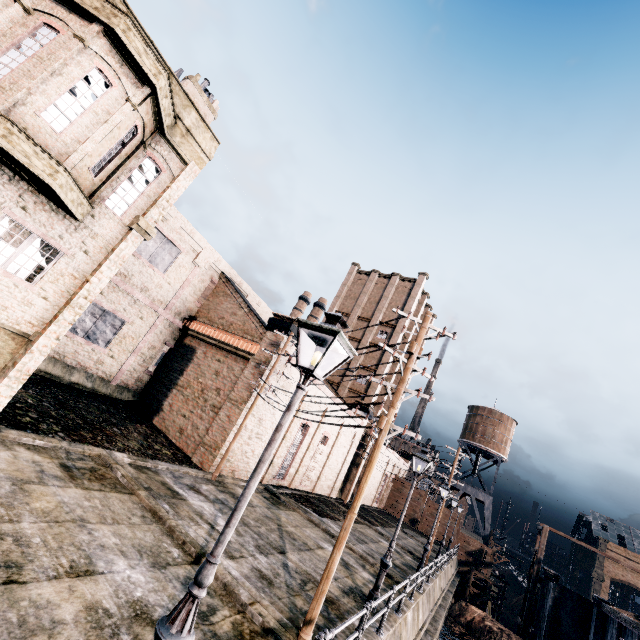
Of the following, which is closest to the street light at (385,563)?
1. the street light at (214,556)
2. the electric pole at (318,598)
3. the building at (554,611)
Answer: the electric pole at (318,598)

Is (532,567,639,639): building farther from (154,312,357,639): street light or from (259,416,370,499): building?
(154,312,357,639): street light

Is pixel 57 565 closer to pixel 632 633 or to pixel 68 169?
pixel 68 169

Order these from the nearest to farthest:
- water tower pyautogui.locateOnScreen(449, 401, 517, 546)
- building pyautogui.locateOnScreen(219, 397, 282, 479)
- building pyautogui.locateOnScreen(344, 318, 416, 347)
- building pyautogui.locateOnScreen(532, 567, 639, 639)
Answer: building pyautogui.locateOnScreen(219, 397, 282, 479), building pyautogui.locateOnScreen(532, 567, 639, 639), building pyautogui.locateOnScreen(344, 318, 416, 347), water tower pyautogui.locateOnScreen(449, 401, 517, 546)

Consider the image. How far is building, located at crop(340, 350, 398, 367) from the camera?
39.0m

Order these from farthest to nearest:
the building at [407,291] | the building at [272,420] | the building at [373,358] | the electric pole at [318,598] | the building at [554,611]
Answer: the building at [407,291] → the building at [373,358] → the building at [554,611] → the building at [272,420] → the electric pole at [318,598]

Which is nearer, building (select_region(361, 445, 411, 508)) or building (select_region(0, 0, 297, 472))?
building (select_region(0, 0, 297, 472))
